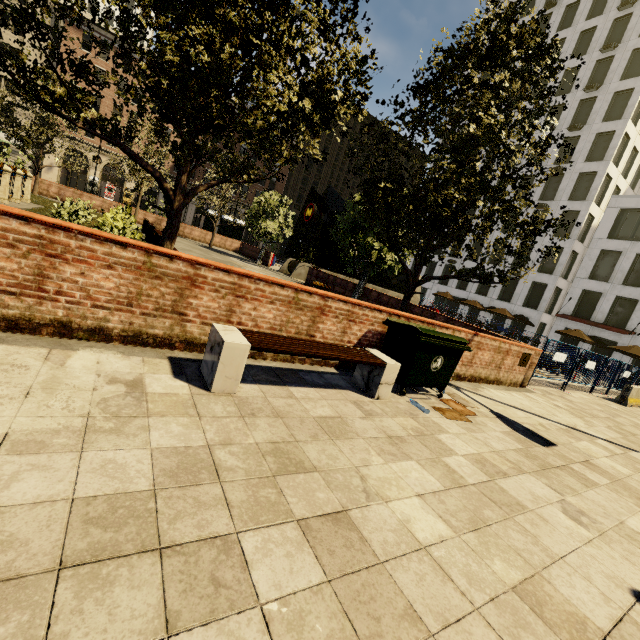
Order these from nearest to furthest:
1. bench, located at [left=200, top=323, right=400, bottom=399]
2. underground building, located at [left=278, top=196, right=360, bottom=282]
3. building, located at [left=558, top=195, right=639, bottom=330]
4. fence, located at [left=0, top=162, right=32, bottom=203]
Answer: bench, located at [left=200, top=323, right=400, bottom=399]
fence, located at [left=0, top=162, right=32, bottom=203]
underground building, located at [left=278, top=196, right=360, bottom=282]
building, located at [left=558, top=195, right=639, bottom=330]

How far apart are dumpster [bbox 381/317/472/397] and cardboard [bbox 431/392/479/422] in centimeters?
11cm

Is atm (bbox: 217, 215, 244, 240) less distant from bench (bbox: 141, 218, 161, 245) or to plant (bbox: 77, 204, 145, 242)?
plant (bbox: 77, 204, 145, 242)

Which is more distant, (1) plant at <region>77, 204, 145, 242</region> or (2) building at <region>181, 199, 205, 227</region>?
(2) building at <region>181, 199, 205, 227</region>

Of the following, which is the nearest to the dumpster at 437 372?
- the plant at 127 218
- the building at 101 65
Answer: the plant at 127 218

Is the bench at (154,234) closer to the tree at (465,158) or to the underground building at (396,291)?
the tree at (465,158)

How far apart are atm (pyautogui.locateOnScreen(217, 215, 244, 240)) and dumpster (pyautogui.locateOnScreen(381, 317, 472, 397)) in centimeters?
3003cm

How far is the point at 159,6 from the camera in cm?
471
